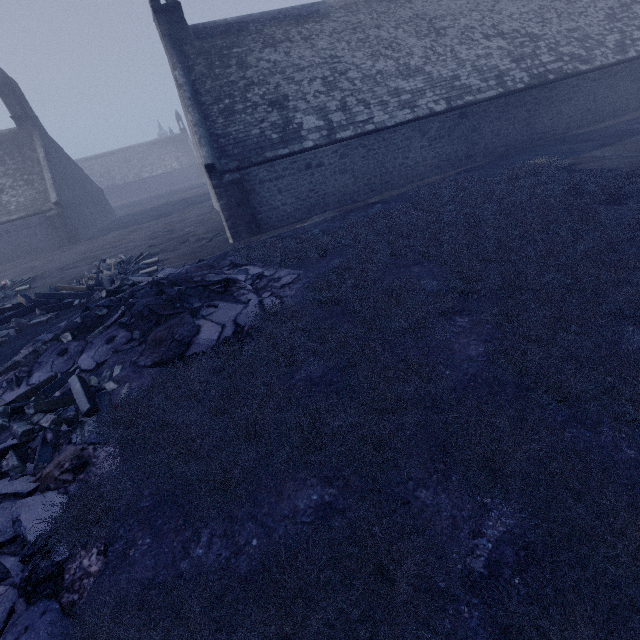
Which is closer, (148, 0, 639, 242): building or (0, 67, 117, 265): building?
(148, 0, 639, 242): building

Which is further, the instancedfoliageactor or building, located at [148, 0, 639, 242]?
building, located at [148, 0, 639, 242]

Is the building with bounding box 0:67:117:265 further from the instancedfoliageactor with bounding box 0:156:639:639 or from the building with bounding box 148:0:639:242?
the instancedfoliageactor with bounding box 0:156:639:639

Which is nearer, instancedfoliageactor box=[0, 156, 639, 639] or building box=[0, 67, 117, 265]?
instancedfoliageactor box=[0, 156, 639, 639]

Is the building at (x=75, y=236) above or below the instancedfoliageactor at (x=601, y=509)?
above

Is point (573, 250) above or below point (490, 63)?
below

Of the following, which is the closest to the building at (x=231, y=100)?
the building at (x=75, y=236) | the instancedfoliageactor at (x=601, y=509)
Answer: the instancedfoliageactor at (x=601, y=509)

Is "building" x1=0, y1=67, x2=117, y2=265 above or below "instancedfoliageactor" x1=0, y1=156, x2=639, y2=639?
above
